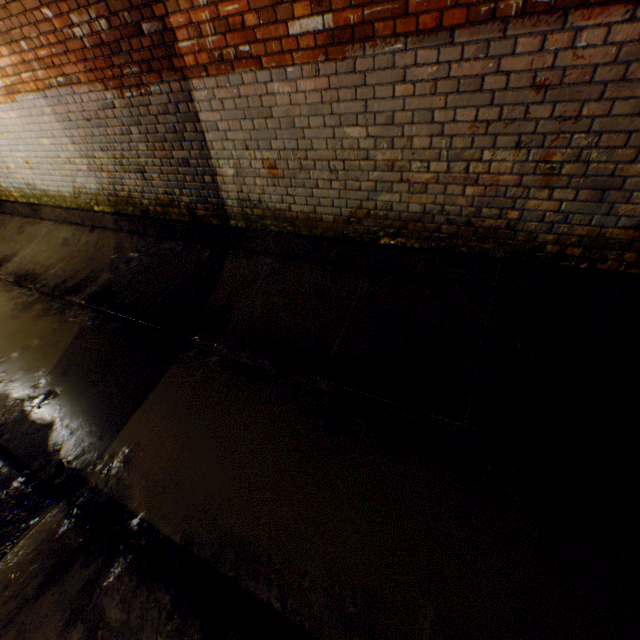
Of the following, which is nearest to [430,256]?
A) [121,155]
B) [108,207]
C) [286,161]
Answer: [286,161]
